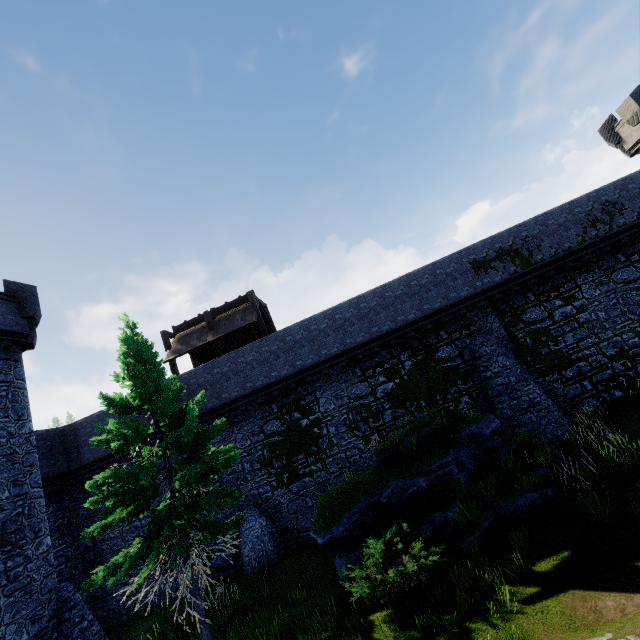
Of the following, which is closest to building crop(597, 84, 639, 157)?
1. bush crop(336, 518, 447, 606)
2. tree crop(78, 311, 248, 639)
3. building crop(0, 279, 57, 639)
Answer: bush crop(336, 518, 447, 606)

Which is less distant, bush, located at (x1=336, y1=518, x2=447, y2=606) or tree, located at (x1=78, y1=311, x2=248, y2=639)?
bush, located at (x1=336, y1=518, x2=447, y2=606)

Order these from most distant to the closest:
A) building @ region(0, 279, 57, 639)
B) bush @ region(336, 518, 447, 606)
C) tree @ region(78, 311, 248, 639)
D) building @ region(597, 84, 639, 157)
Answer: building @ region(597, 84, 639, 157) < building @ region(0, 279, 57, 639) < tree @ region(78, 311, 248, 639) < bush @ region(336, 518, 447, 606)

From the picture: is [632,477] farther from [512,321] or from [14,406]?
[14,406]

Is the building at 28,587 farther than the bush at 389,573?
Yes

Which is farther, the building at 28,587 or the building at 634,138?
the building at 634,138

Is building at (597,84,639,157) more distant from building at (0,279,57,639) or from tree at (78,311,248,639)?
building at (0,279,57,639)

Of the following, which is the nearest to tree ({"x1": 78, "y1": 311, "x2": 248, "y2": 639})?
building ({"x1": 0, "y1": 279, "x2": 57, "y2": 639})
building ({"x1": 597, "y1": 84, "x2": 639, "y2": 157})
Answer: building ({"x1": 0, "y1": 279, "x2": 57, "y2": 639})
